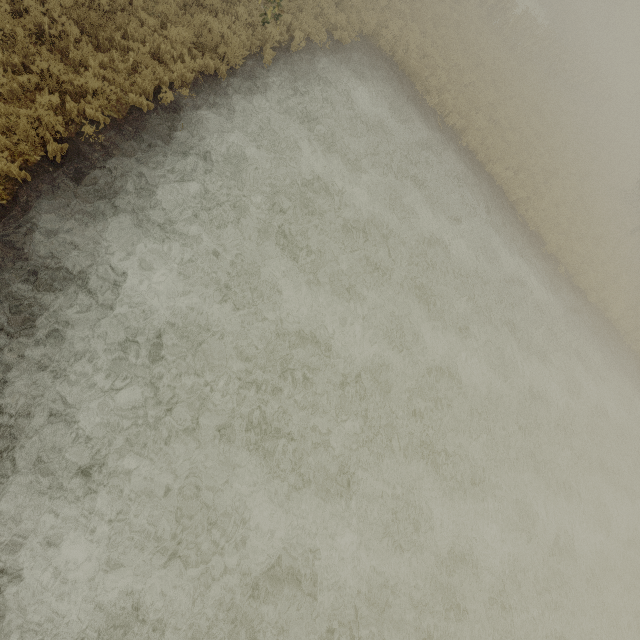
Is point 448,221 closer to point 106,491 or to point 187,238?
point 187,238
